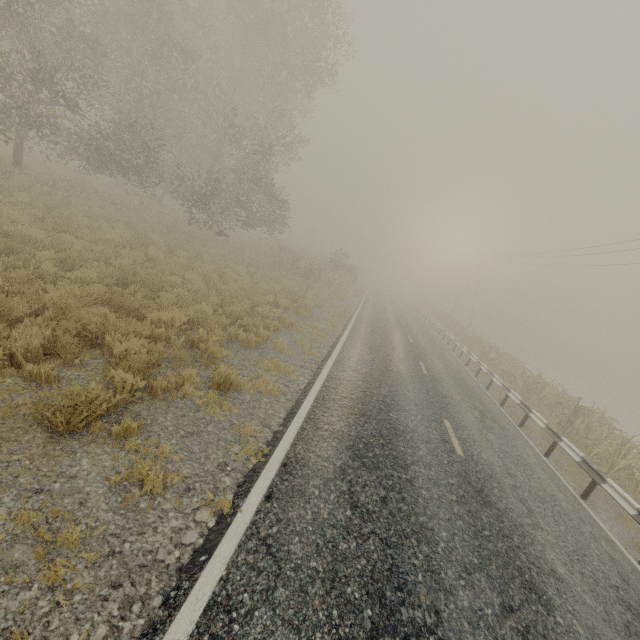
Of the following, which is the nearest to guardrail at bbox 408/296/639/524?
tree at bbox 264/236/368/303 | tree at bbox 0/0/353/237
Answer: tree at bbox 0/0/353/237

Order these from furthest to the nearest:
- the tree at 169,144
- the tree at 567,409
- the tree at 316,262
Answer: the tree at 316,262 < the tree at 169,144 < the tree at 567,409

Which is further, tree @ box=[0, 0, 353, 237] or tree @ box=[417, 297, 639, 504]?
tree @ box=[0, 0, 353, 237]

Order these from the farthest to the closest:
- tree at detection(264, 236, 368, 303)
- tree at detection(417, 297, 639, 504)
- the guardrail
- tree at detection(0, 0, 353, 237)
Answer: tree at detection(264, 236, 368, 303), tree at detection(0, 0, 353, 237), tree at detection(417, 297, 639, 504), the guardrail

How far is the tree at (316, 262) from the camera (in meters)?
24.20

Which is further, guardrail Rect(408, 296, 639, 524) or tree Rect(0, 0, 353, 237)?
tree Rect(0, 0, 353, 237)

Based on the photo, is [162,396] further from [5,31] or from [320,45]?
[320,45]
